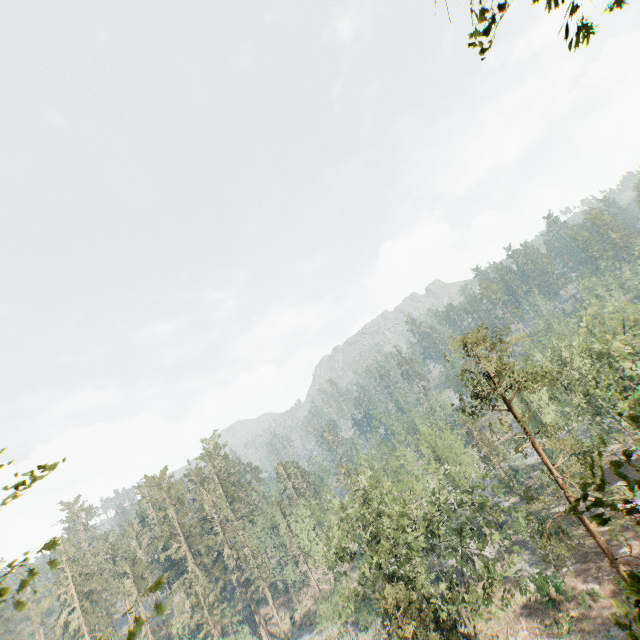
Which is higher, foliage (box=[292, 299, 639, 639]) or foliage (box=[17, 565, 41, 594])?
foliage (box=[17, 565, 41, 594])

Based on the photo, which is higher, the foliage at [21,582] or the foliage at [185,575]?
the foliage at [21,582]

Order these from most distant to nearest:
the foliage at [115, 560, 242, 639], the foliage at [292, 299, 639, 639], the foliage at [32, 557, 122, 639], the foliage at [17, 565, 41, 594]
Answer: the foliage at [32, 557, 122, 639]
the foliage at [292, 299, 639, 639]
the foliage at [115, 560, 242, 639]
the foliage at [17, 565, 41, 594]

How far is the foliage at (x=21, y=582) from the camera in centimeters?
452cm

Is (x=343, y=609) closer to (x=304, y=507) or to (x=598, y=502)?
(x=304, y=507)

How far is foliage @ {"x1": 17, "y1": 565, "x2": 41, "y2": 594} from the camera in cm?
452

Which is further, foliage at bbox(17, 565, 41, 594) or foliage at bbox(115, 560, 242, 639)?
foliage at bbox(115, 560, 242, 639)
